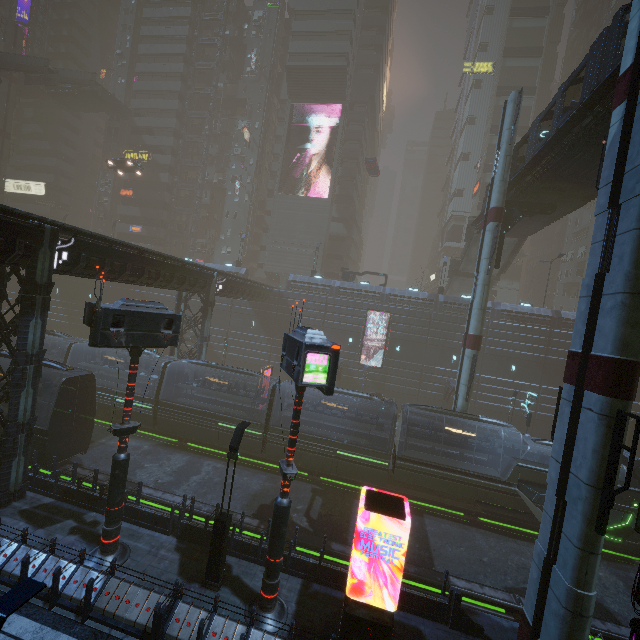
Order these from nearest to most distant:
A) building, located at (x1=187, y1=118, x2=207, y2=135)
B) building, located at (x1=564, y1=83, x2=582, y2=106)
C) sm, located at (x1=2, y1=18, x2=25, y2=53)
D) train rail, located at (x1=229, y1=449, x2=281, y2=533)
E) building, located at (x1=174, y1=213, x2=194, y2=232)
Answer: train rail, located at (x1=229, y1=449, x2=281, y2=533)
sm, located at (x1=2, y1=18, x2=25, y2=53)
building, located at (x1=564, y1=83, x2=582, y2=106)
building, located at (x1=187, y1=118, x2=207, y2=135)
building, located at (x1=174, y1=213, x2=194, y2=232)

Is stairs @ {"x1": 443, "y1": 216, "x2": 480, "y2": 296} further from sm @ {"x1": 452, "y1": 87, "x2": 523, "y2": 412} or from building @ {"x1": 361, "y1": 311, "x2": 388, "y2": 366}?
sm @ {"x1": 452, "y1": 87, "x2": 523, "y2": 412}

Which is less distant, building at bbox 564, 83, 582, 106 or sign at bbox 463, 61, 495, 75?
sign at bbox 463, 61, 495, 75

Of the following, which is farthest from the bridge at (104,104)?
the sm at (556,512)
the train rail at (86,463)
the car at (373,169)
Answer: the sm at (556,512)

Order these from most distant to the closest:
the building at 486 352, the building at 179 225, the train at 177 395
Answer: the building at 179 225, the building at 486 352, the train at 177 395

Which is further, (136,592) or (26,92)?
(26,92)

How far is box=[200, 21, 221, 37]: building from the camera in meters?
54.3

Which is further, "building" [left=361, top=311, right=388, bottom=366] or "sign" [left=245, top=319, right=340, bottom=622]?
"building" [left=361, top=311, right=388, bottom=366]
